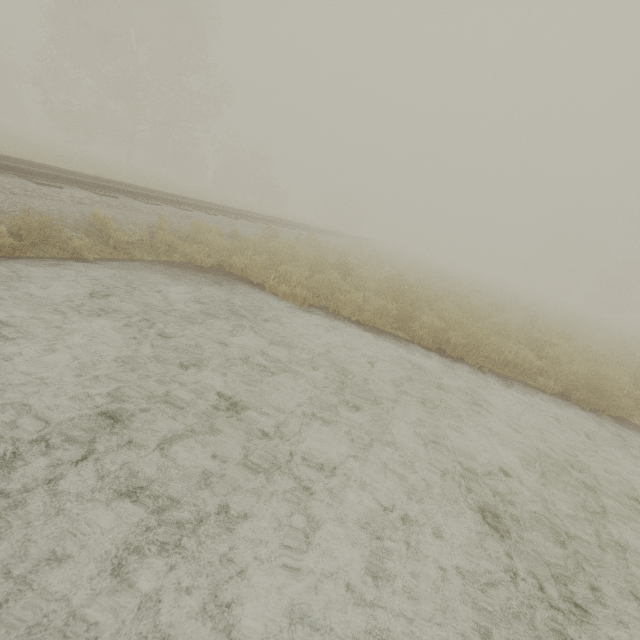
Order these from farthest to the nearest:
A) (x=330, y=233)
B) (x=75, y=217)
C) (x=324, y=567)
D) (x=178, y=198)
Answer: (x=330, y=233), (x=178, y=198), (x=75, y=217), (x=324, y=567)

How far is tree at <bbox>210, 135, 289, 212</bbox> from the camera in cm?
3769

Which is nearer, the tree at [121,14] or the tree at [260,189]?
the tree at [121,14]

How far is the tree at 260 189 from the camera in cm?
3769

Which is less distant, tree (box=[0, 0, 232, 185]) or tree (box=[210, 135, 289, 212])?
tree (box=[0, 0, 232, 185])
